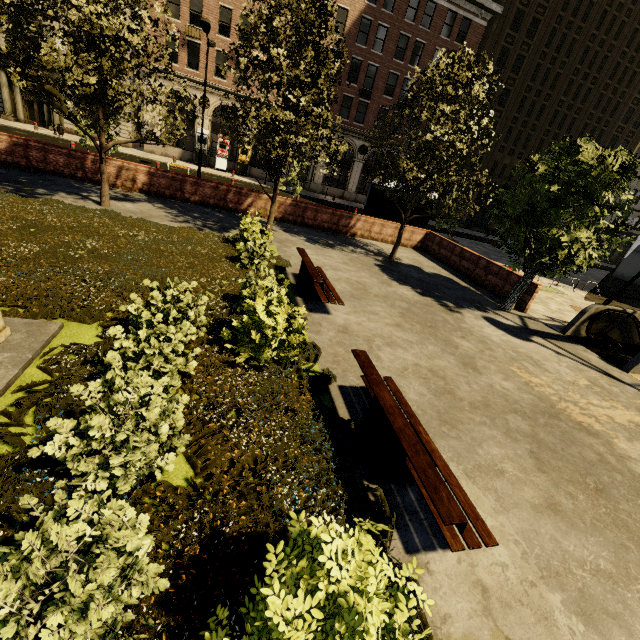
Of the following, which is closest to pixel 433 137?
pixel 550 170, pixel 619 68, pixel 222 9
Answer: pixel 550 170

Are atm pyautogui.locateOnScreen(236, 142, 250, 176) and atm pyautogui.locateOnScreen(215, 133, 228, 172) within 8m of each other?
yes

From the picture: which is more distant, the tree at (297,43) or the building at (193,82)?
the building at (193,82)

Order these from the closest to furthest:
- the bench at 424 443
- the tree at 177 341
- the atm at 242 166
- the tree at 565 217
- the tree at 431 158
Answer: the tree at 177 341 < the bench at 424 443 < the tree at 565 217 < the tree at 431 158 < the atm at 242 166

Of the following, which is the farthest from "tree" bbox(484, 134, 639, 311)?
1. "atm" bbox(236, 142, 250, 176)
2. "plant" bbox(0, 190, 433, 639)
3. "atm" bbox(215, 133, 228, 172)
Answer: "atm" bbox(215, 133, 228, 172)

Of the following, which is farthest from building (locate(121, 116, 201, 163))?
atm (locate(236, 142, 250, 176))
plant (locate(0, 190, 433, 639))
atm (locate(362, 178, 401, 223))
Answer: plant (locate(0, 190, 433, 639))

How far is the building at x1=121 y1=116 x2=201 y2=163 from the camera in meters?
30.0

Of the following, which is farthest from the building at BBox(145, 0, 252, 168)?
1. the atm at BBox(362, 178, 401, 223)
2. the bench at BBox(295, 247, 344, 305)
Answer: the bench at BBox(295, 247, 344, 305)
